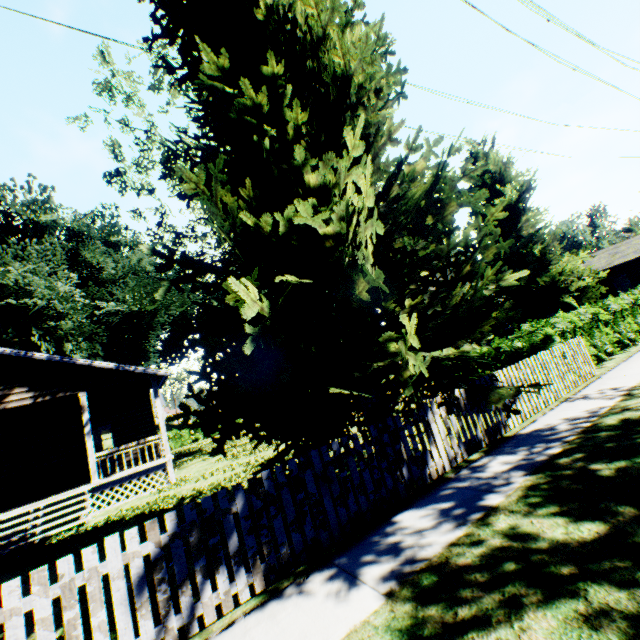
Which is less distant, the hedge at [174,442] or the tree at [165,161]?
the tree at [165,161]

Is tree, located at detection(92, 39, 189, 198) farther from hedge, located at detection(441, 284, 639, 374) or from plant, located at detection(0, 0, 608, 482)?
hedge, located at detection(441, 284, 639, 374)

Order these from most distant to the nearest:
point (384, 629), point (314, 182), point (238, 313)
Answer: point (238, 313) < point (314, 182) < point (384, 629)

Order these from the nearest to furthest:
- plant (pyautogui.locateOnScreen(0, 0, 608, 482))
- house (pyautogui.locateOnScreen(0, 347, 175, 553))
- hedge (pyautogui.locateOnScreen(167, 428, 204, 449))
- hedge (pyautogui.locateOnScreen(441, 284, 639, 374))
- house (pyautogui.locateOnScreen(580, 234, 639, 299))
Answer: plant (pyautogui.locateOnScreen(0, 0, 608, 482)) → hedge (pyautogui.locateOnScreen(441, 284, 639, 374)) → house (pyautogui.locateOnScreen(0, 347, 175, 553)) → house (pyautogui.locateOnScreen(580, 234, 639, 299)) → hedge (pyautogui.locateOnScreen(167, 428, 204, 449))

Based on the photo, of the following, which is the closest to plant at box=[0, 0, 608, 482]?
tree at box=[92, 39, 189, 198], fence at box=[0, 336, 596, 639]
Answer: fence at box=[0, 336, 596, 639]

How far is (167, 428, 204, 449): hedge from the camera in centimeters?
3244cm

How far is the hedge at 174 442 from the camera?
32.4m

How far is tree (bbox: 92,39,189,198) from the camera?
15.39m
